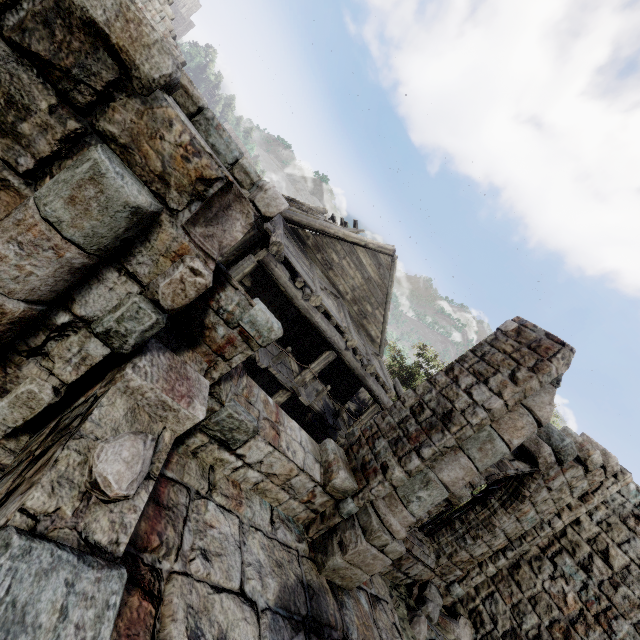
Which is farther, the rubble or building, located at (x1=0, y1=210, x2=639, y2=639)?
the rubble

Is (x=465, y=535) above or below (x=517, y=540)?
below

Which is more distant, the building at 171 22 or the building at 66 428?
the building at 171 22

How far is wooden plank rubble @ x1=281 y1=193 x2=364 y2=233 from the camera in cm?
1190

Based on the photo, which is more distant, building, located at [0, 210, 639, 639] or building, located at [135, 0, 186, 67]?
building, located at [135, 0, 186, 67]

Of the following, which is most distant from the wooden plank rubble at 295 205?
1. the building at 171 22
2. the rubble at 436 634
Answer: the rubble at 436 634

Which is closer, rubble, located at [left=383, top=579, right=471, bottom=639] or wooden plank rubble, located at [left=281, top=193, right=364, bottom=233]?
rubble, located at [left=383, top=579, right=471, bottom=639]

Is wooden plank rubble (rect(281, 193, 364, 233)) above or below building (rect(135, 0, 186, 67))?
below
